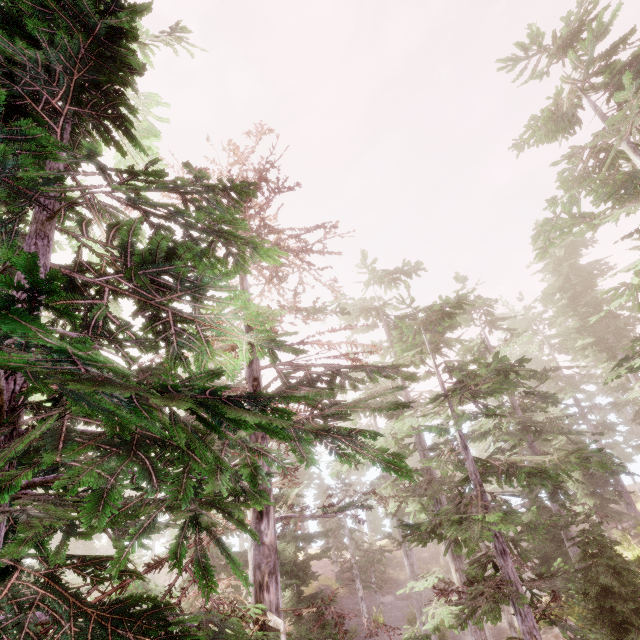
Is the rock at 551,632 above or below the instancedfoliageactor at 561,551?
below

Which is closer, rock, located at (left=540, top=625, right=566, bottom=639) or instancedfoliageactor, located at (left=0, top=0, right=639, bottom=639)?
instancedfoliageactor, located at (left=0, top=0, right=639, bottom=639)

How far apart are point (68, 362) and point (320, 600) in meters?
20.4 m

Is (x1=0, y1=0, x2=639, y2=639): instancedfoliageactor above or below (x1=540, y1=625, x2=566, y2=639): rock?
above

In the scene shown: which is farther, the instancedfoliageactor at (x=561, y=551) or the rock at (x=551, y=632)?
the rock at (x=551, y=632)
